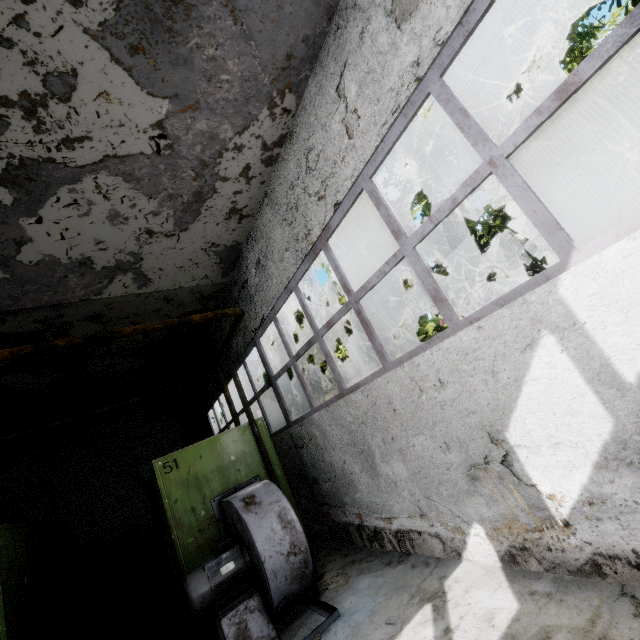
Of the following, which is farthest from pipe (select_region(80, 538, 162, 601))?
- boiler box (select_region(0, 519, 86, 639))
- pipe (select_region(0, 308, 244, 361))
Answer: boiler box (select_region(0, 519, 86, 639))

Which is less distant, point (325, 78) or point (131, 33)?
point (131, 33)

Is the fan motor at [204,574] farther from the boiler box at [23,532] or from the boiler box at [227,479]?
the boiler box at [23,532]

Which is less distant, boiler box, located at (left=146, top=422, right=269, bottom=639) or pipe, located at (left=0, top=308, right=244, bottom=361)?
pipe, located at (left=0, top=308, right=244, bottom=361)

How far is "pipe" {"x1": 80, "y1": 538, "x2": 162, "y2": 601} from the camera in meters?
10.2

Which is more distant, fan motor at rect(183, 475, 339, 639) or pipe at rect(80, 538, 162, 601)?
pipe at rect(80, 538, 162, 601)

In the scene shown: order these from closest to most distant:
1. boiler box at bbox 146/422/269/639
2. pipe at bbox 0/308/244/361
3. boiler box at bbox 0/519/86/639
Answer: pipe at bbox 0/308/244/361
boiler box at bbox 0/519/86/639
boiler box at bbox 146/422/269/639

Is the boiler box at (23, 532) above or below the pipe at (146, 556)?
above
